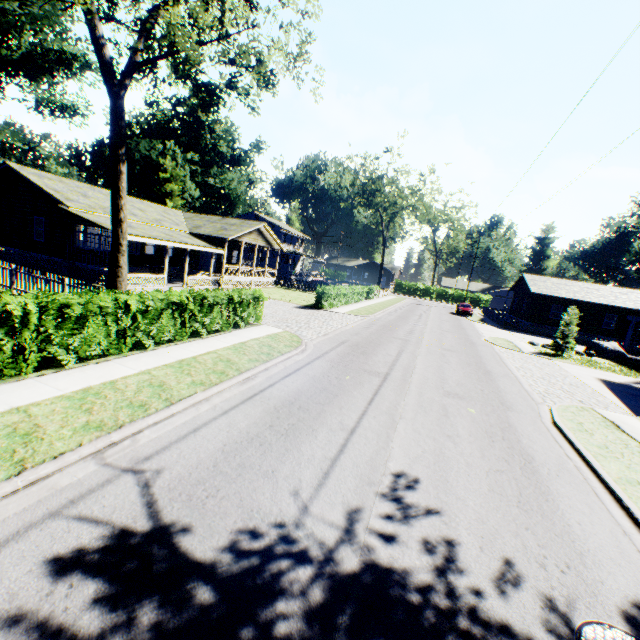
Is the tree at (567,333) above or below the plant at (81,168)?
below

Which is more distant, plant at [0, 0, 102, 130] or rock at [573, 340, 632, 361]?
plant at [0, 0, 102, 130]

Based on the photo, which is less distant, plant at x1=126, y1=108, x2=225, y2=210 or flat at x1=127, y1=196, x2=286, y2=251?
flat at x1=127, y1=196, x2=286, y2=251

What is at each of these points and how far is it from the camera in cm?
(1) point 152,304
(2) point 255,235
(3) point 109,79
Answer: (1) hedge, 977
(2) flat, 3231
(3) tree, 1149

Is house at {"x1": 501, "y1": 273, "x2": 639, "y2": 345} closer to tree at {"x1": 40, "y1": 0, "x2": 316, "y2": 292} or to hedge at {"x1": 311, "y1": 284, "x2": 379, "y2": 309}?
hedge at {"x1": 311, "y1": 284, "x2": 379, "y2": 309}

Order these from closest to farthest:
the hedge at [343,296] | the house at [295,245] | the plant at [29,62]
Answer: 1. the hedge at [343,296]
2. the plant at [29,62]
3. the house at [295,245]

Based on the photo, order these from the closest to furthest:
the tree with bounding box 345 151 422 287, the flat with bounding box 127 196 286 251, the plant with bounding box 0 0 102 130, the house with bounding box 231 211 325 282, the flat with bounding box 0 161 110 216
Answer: the flat with bounding box 0 161 110 216 < the flat with bounding box 127 196 286 251 < the plant with bounding box 0 0 102 130 < the tree with bounding box 345 151 422 287 < the house with bounding box 231 211 325 282

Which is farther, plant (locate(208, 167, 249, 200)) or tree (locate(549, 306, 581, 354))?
plant (locate(208, 167, 249, 200))
